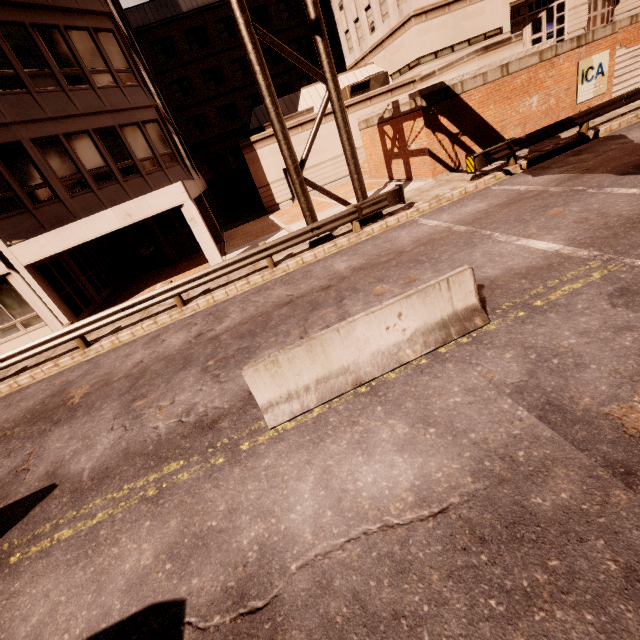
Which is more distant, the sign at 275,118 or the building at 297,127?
the building at 297,127

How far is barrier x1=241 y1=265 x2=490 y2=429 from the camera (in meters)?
4.89

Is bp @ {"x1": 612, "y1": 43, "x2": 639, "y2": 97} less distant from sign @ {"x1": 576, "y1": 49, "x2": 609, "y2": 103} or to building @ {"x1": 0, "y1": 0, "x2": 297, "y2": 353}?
sign @ {"x1": 576, "y1": 49, "x2": 609, "y2": 103}

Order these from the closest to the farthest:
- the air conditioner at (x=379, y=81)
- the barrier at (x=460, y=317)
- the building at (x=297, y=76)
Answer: the barrier at (x=460, y=317) → the air conditioner at (x=379, y=81) → the building at (x=297, y=76)

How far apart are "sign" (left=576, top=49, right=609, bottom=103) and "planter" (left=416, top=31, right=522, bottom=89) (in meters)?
2.55

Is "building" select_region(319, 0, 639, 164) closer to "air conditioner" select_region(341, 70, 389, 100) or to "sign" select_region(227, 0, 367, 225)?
"air conditioner" select_region(341, 70, 389, 100)

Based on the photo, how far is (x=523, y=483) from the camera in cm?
321

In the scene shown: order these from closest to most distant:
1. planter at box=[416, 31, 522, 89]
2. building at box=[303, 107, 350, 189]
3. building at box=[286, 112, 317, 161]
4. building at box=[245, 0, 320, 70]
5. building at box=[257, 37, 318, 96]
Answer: planter at box=[416, 31, 522, 89], building at box=[286, 112, 317, 161], building at box=[303, 107, 350, 189], building at box=[245, 0, 320, 70], building at box=[257, 37, 318, 96]
